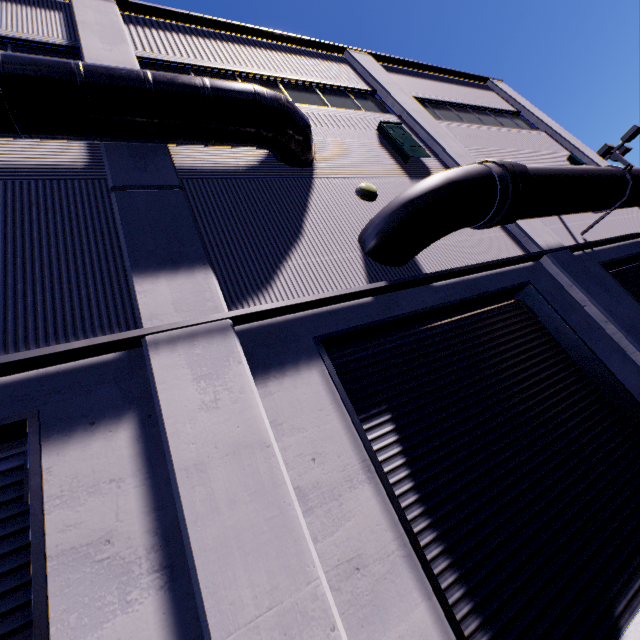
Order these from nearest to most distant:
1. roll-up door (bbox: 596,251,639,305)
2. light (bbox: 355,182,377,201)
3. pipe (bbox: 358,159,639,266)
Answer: pipe (bbox: 358,159,639,266)
light (bbox: 355,182,377,201)
roll-up door (bbox: 596,251,639,305)

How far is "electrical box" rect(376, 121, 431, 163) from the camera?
8.0m

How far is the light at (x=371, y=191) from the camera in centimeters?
652cm

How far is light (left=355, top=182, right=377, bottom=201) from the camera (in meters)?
6.52

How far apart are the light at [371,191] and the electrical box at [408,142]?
1.9m

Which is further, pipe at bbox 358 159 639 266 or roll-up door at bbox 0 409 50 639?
pipe at bbox 358 159 639 266

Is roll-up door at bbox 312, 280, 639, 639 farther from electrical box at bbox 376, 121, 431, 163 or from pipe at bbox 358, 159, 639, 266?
electrical box at bbox 376, 121, 431, 163

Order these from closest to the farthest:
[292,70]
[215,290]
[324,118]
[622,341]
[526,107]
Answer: [215,290], [622,341], [324,118], [292,70], [526,107]
